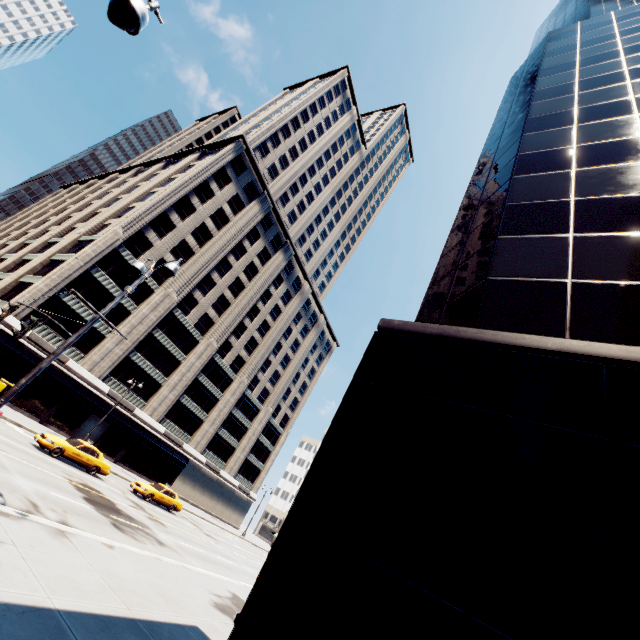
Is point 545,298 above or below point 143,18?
above

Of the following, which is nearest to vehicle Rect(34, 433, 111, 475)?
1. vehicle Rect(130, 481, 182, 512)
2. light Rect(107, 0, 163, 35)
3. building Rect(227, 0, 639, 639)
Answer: vehicle Rect(130, 481, 182, 512)

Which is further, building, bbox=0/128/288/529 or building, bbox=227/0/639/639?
building, bbox=0/128/288/529

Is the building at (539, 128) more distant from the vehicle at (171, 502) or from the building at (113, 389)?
the building at (113, 389)

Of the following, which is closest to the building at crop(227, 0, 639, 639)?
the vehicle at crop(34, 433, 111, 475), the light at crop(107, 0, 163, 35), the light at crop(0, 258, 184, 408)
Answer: the light at crop(0, 258, 184, 408)

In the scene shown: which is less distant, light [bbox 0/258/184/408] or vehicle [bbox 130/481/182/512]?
light [bbox 0/258/184/408]

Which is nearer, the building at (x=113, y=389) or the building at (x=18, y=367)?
the building at (x=18, y=367)

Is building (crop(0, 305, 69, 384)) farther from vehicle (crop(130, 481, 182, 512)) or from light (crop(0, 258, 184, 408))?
light (crop(0, 258, 184, 408))
